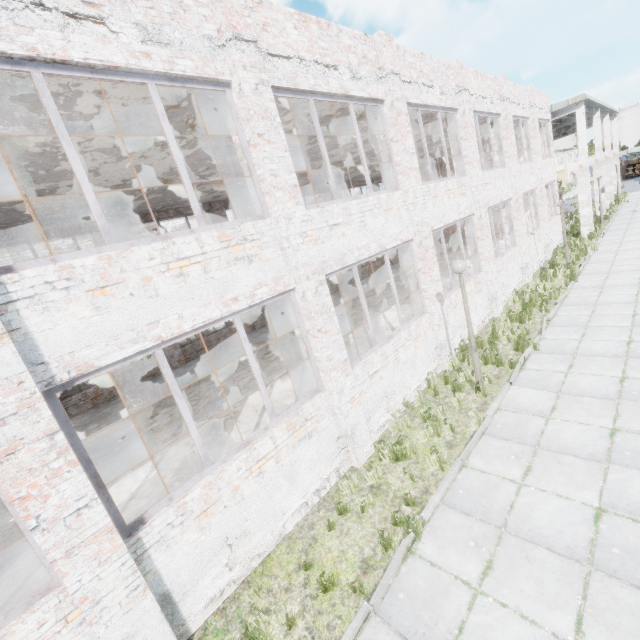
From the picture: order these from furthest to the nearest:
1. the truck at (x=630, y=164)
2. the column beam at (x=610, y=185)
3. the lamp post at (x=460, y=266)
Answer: the truck at (x=630, y=164), the column beam at (x=610, y=185), the lamp post at (x=460, y=266)

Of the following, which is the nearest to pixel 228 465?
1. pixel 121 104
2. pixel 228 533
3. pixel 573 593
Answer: pixel 228 533

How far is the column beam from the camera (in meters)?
19.34

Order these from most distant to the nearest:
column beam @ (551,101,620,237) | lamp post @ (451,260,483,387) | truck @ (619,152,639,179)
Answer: truck @ (619,152,639,179) → column beam @ (551,101,620,237) → lamp post @ (451,260,483,387)

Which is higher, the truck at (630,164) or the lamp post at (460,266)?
the lamp post at (460,266)

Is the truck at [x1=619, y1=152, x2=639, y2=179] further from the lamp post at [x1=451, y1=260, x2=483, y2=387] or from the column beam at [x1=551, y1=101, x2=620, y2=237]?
the lamp post at [x1=451, y1=260, x2=483, y2=387]
